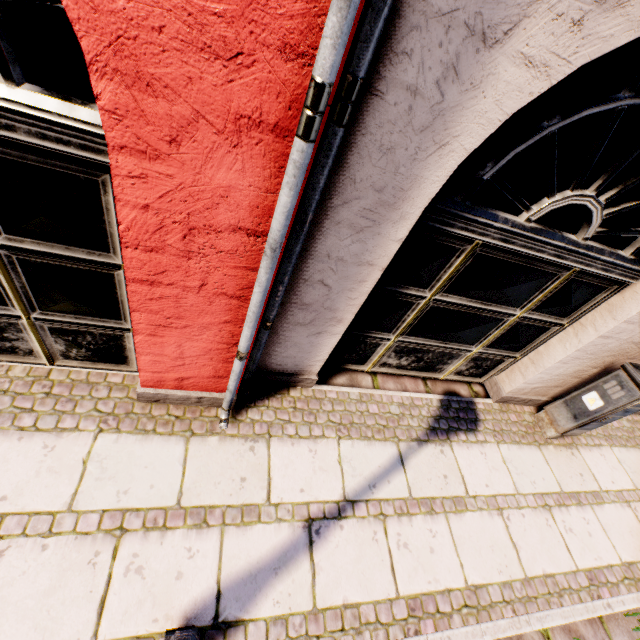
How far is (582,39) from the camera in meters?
1.3 m

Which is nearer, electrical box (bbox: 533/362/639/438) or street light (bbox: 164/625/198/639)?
street light (bbox: 164/625/198/639)

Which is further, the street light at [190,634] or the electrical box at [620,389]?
the electrical box at [620,389]

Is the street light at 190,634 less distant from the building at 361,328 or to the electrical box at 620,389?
the building at 361,328

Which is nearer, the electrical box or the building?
the building

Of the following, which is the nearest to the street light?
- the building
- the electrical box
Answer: the building
